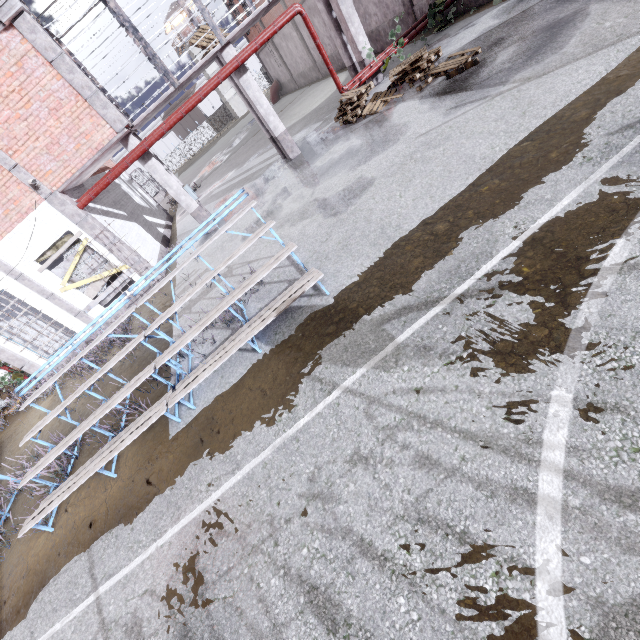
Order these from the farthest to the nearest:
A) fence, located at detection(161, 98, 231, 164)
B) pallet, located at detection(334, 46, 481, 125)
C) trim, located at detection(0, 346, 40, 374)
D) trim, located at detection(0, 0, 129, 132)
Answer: fence, located at detection(161, 98, 231, 164) → trim, located at detection(0, 346, 40, 374) → pallet, located at detection(334, 46, 481, 125) → trim, located at detection(0, 0, 129, 132)

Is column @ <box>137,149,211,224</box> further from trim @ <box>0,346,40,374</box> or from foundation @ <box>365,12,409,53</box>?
foundation @ <box>365,12,409,53</box>

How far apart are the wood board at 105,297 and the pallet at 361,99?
9.1m

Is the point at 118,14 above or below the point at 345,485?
above

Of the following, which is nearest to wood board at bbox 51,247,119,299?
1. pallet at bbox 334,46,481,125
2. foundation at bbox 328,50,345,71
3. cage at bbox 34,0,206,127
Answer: cage at bbox 34,0,206,127

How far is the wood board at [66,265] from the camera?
11.1 meters

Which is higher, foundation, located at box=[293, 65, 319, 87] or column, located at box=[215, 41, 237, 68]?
column, located at box=[215, 41, 237, 68]

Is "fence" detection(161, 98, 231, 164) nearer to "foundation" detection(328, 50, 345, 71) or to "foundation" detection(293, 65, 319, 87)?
"foundation" detection(328, 50, 345, 71)
